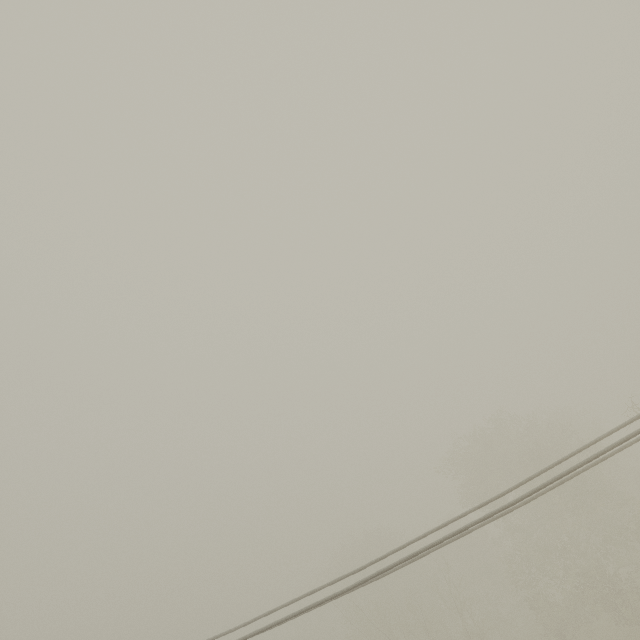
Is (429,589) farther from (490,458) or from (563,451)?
(563,451)
